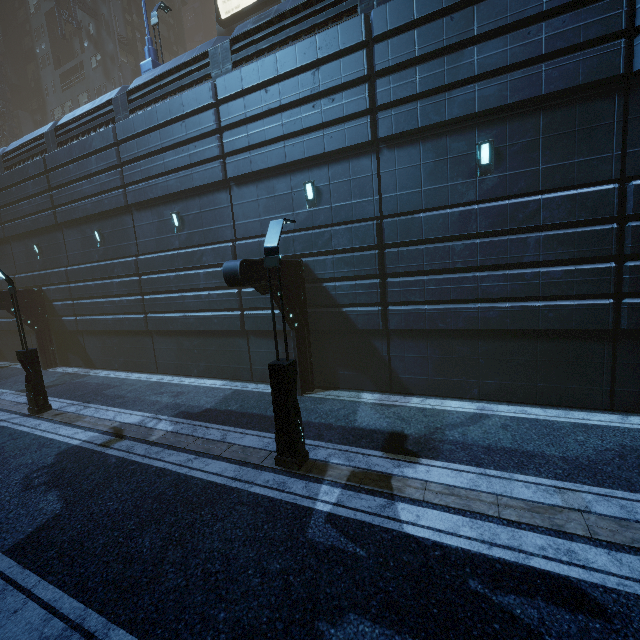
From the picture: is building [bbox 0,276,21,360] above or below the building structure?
below

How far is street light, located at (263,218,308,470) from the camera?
6.9m

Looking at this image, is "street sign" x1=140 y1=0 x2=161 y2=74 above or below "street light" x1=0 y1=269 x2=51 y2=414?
above

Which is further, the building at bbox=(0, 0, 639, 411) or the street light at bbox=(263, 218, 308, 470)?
the building at bbox=(0, 0, 639, 411)

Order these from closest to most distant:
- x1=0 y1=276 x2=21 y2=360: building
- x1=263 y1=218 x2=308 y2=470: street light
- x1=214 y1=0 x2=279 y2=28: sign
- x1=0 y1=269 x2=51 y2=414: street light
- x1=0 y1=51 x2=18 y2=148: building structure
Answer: x1=263 y1=218 x2=308 y2=470: street light, x1=0 y1=269 x2=51 y2=414: street light, x1=0 y1=276 x2=21 y2=360: building, x1=214 y1=0 x2=279 y2=28: sign, x1=0 y1=51 x2=18 y2=148: building structure

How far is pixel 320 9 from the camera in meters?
10.5

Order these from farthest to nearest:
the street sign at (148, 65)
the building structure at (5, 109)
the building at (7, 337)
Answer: the building structure at (5, 109) → the building at (7, 337) → the street sign at (148, 65)

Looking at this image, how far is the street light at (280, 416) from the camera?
6.9m
